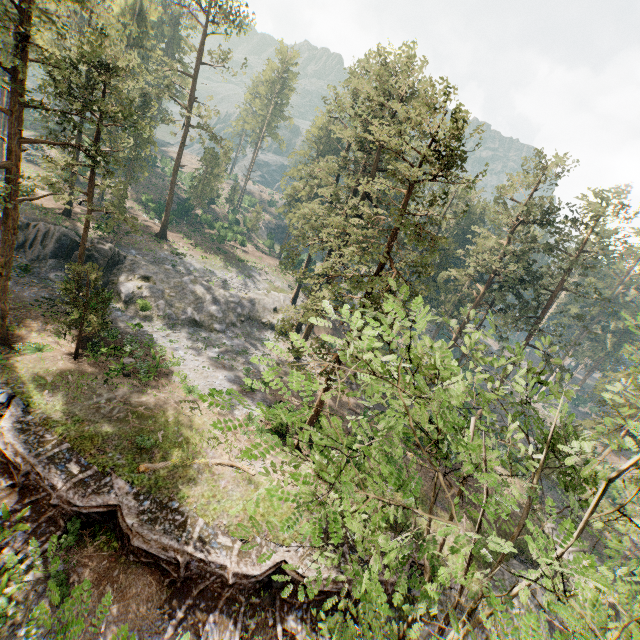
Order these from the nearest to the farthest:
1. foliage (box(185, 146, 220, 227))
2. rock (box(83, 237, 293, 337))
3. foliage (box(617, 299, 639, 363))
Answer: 1. foliage (box(617, 299, 639, 363))
2. rock (box(83, 237, 293, 337))
3. foliage (box(185, 146, 220, 227))

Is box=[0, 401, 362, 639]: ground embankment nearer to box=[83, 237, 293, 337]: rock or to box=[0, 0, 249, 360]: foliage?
box=[0, 0, 249, 360]: foliage

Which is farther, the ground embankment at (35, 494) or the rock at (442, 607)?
the rock at (442, 607)

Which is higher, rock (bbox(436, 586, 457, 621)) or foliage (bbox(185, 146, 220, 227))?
foliage (bbox(185, 146, 220, 227))

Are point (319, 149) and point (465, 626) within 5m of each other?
no

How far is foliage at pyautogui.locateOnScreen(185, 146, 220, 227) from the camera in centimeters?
5478cm

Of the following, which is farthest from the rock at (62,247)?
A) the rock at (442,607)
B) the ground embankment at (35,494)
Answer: the rock at (442,607)
